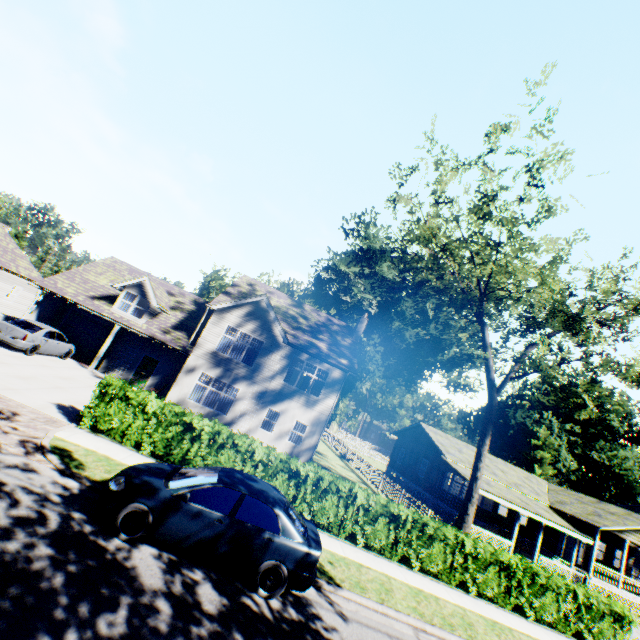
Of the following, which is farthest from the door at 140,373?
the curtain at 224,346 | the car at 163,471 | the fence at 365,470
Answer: the fence at 365,470

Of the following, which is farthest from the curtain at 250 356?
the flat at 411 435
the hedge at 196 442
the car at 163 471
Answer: the flat at 411 435

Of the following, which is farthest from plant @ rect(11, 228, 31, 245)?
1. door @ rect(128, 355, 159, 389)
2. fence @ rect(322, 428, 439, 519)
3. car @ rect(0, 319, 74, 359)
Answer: car @ rect(0, 319, 74, 359)

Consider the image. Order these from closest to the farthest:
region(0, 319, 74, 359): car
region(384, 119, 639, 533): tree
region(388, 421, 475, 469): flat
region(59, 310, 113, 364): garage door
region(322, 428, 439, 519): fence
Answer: region(384, 119, 639, 533): tree → region(0, 319, 74, 359): car → region(322, 428, 439, 519): fence → region(59, 310, 113, 364): garage door → region(388, 421, 475, 469): flat

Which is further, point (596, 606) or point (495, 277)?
point (495, 277)

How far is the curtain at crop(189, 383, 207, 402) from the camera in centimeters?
2091cm

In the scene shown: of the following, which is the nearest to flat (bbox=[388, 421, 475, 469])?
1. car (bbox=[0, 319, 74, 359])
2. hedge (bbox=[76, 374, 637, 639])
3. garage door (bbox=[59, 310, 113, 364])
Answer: hedge (bbox=[76, 374, 637, 639])

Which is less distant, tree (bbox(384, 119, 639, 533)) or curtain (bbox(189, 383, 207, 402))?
tree (bbox(384, 119, 639, 533))
